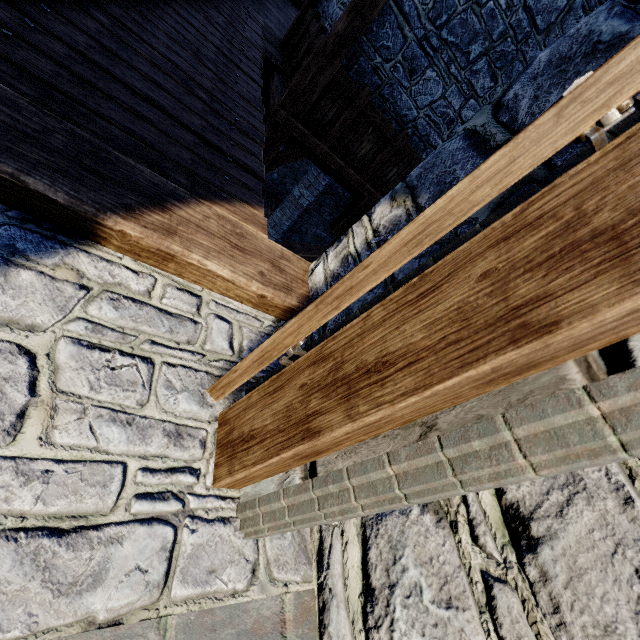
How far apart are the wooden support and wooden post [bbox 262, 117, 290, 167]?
0.1 meters

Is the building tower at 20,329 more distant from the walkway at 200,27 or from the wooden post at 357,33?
the wooden post at 357,33

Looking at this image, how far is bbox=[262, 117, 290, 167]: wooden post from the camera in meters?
5.4

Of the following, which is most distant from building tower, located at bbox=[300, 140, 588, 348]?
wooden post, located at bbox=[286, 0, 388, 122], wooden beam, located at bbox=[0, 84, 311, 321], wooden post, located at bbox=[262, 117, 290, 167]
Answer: wooden post, located at bbox=[262, 117, 290, 167]

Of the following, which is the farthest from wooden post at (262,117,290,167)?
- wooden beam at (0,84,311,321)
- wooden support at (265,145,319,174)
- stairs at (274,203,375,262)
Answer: wooden beam at (0,84,311,321)

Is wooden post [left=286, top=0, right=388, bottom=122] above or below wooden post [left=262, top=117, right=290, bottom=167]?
above

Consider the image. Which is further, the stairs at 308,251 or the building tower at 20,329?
the stairs at 308,251

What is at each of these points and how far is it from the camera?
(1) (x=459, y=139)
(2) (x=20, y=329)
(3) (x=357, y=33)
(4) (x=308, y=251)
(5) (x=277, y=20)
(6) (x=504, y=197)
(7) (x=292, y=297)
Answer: (1) building tower, 1.8 meters
(2) building tower, 1.3 meters
(3) wooden post, 4.5 meters
(4) stairs, 6.5 meters
(5) building tower, 8.6 meters
(6) building tower, 1.5 meters
(7) wooden beam, 2.3 meters
